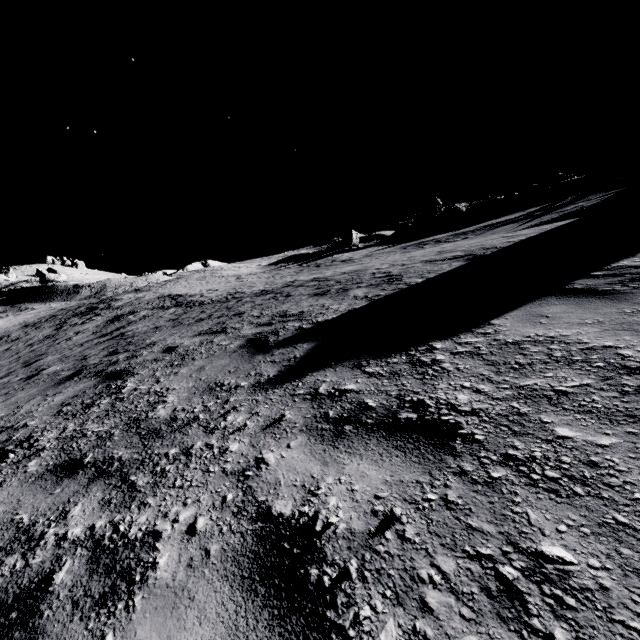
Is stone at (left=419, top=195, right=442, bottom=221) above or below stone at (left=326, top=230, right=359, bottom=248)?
above

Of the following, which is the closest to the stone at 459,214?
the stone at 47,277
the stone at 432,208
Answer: the stone at 432,208

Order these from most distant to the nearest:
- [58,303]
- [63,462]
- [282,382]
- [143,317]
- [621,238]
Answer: [58,303]
[143,317]
[621,238]
[282,382]
[63,462]

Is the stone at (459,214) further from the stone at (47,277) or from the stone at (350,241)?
the stone at (47,277)

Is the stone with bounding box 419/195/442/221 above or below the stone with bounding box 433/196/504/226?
above

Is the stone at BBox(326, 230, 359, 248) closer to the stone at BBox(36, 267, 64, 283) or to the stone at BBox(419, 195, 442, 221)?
the stone at BBox(419, 195, 442, 221)

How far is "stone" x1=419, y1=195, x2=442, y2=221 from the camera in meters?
47.9 m
